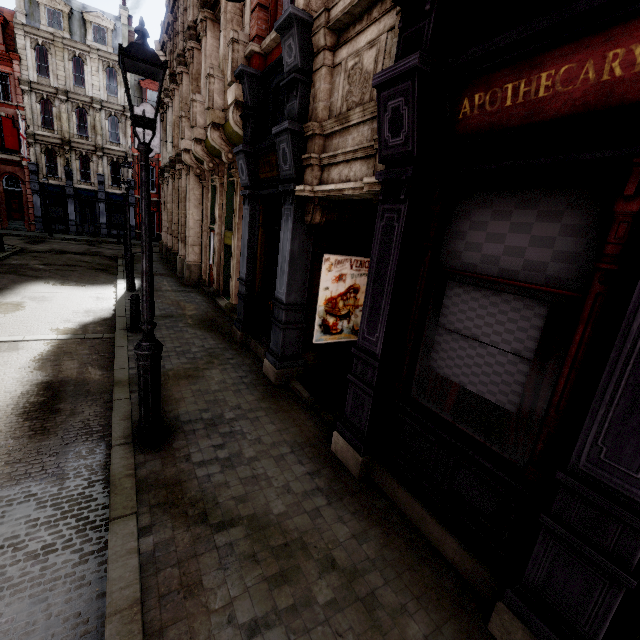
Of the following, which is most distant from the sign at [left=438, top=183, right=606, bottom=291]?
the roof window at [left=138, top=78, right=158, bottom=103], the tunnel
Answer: the roof window at [left=138, top=78, right=158, bottom=103]

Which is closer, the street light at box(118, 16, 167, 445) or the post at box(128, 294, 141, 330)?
the street light at box(118, 16, 167, 445)

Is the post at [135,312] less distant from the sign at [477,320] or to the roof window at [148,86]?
the sign at [477,320]

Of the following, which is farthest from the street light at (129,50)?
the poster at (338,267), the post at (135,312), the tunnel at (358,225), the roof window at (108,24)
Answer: the roof window at (108,24)

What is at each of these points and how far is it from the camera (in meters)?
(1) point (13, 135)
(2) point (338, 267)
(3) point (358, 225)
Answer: (1) sign, 27.36
(2) poster, 6.69
(3) tunnel, 6.66

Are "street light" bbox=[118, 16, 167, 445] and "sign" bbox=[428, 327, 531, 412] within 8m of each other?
yes

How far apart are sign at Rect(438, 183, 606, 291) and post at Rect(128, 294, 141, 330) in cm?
766

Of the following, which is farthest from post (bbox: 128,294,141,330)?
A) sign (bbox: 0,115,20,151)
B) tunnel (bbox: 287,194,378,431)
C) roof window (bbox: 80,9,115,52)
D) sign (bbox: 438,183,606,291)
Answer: roof window (bbox: 80,9,115,52)
